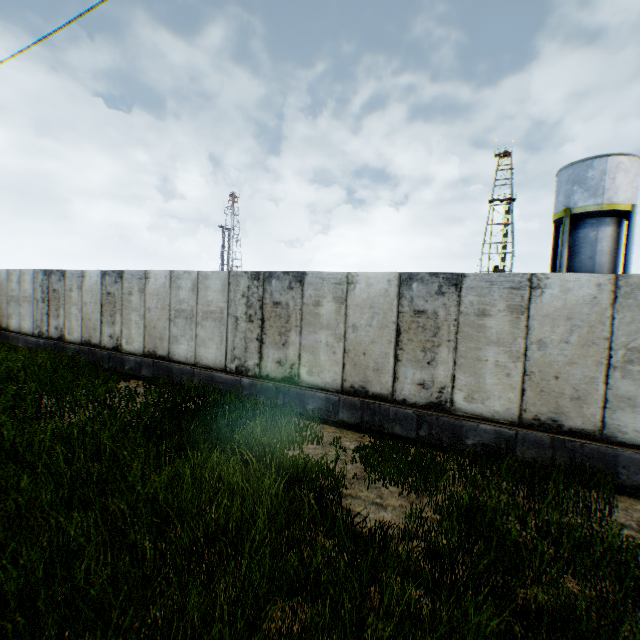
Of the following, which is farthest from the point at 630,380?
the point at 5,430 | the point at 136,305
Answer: the point at 136,305
